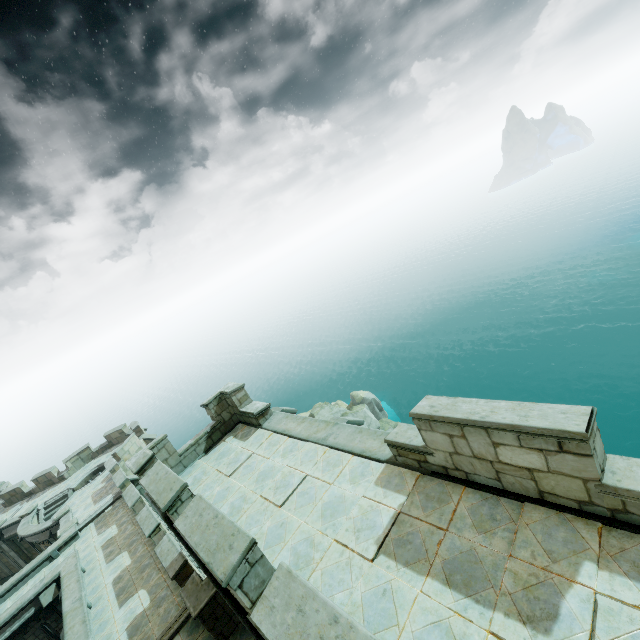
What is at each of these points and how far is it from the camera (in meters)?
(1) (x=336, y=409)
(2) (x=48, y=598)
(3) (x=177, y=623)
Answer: (1) rock, 36.66
(2) stone column, 15.76
(3) trim, 10.82

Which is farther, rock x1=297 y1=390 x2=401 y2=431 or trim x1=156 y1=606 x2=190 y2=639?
rock x1=297 y1=390 x2=401 y2=431

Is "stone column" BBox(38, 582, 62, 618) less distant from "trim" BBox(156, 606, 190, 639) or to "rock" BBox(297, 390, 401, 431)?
"trim" BBox(156, 606, 190, 639)

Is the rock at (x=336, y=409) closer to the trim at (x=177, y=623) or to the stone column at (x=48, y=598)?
the stone column at (x=48, y=598)

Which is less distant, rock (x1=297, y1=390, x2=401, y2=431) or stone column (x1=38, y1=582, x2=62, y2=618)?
stone column (x1=38, y1=582, x2=62, y2=618)

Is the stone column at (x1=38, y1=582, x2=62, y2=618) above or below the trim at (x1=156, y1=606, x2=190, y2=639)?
below

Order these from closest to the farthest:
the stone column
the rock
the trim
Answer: the trim
the stone column
the rock
